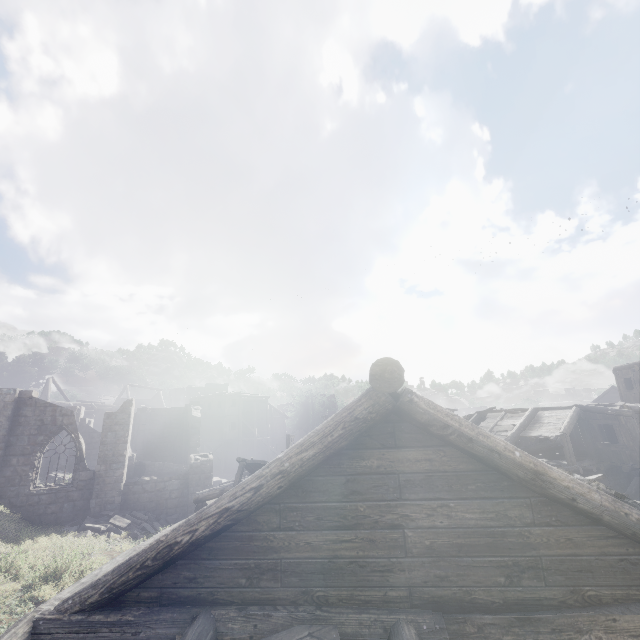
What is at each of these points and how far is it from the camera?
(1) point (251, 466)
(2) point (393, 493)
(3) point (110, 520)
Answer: (1) broken furniture, 9.9 meters
(2) building, 3.9 meters
(3) rubble, 15.8 meters

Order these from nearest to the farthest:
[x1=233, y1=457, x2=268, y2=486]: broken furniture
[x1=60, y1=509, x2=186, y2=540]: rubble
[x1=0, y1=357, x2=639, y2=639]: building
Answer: [x1=0, y1=357, x2=639, y2=639]: building, [x1=233, y1=457, x2=268, y2=486]: broken furniture, [x1=60, y1=509, x2=186, y2=540]: rubble

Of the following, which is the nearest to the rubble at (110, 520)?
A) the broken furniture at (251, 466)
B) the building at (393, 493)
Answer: the building at (393, 493)

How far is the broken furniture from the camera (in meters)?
9.45

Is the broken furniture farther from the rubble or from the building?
the rubble

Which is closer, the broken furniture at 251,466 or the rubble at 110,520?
the broken furniture at 251,466

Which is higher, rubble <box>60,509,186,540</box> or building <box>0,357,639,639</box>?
building <box>0,357,639,639</box>
